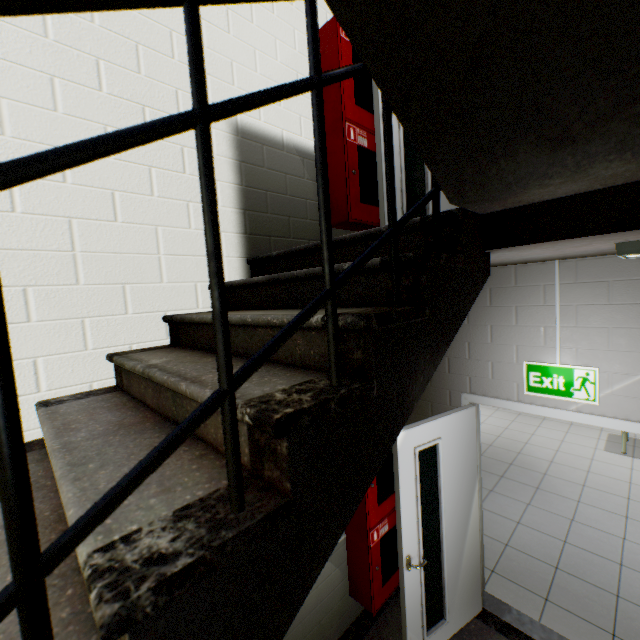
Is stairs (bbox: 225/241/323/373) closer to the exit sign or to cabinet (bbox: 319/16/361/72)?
cabinet (bbox: 319/16/361/72)

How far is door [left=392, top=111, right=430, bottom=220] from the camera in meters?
2.4 m

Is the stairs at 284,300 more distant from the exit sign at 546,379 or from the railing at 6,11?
the exit sign at 546,379

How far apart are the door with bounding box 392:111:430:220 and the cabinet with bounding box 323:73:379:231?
0.28m

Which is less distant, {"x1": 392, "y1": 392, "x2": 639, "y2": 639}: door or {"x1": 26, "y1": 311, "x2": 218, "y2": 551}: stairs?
{"x1": 26, "y1": 311, "x2": 218, "y2": 551}: stairs

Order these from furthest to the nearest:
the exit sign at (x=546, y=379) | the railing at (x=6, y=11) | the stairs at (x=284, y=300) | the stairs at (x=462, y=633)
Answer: the stairs at (x=462, y=633)
the exit sign at (x=546, y=379)
the stairs at (x=284, y=300)
the railing at (x=6, y=11)

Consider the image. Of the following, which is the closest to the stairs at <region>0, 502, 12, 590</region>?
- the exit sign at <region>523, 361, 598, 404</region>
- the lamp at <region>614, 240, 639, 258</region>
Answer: the lamp at <region>614, 240, 639, 258</region>

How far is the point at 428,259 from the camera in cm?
104
